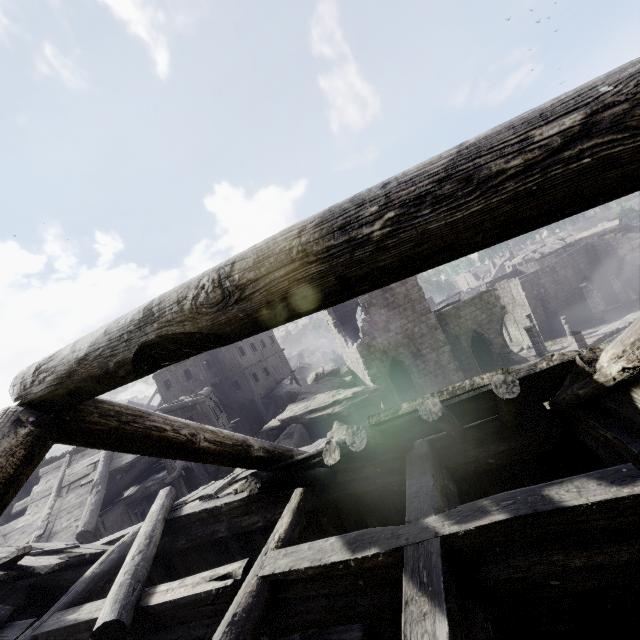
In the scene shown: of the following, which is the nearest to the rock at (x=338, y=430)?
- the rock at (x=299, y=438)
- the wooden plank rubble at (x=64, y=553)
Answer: the rock at (x=299, y=438)

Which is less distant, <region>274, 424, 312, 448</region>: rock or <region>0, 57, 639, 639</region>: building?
<region>0, 57, 639, 639</region>: building

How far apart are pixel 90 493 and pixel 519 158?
17.80m

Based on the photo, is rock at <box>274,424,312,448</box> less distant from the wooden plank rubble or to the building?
the building

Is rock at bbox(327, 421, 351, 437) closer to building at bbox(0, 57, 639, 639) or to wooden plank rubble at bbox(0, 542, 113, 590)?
building at bbox(0, 57, 639, 639)

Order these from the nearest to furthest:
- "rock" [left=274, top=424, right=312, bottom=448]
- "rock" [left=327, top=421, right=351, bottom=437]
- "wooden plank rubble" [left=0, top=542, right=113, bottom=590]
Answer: "wooden plank rubble" [left=0, top=542, right=113, bottom=590], "rock" [left=327, top=421, right=351, bottom=437], "rock" [left=274, top=424, right=312, bottom=448]

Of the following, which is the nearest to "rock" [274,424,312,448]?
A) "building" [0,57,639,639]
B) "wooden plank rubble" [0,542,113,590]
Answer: "building" [0,57,639,639]

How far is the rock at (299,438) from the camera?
18.3m
